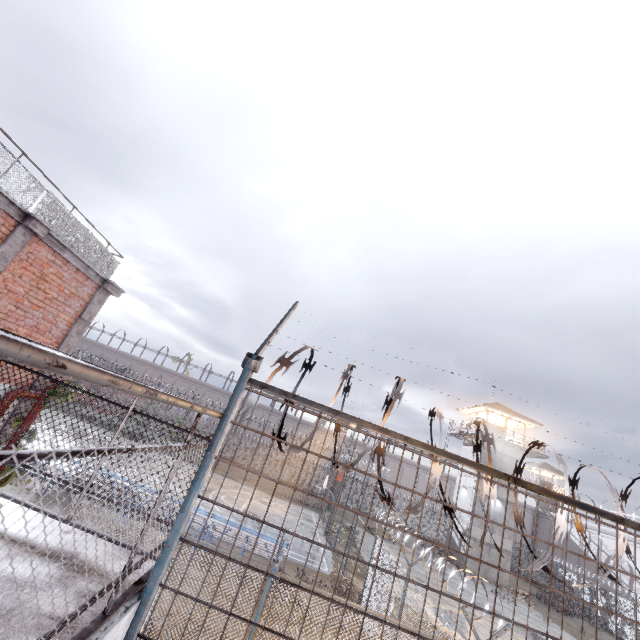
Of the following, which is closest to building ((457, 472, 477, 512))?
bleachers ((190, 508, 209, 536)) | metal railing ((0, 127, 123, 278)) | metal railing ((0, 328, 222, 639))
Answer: bleachers ((190, 508, 209, 536))

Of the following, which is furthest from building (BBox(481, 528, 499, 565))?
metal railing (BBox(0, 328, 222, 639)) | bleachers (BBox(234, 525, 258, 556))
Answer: metal railing (BBox(0, 328, 222, 639))

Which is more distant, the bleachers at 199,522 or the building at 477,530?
the building at 477,530

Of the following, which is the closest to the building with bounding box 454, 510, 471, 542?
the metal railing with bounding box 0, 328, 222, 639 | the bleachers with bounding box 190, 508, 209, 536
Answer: the bleachers with bounding box 190, 508, 209, 536

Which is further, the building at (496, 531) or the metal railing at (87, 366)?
the building at (496, 531)

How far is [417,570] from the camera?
22.6m

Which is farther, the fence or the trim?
the trim

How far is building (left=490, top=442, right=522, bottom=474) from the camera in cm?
3117
